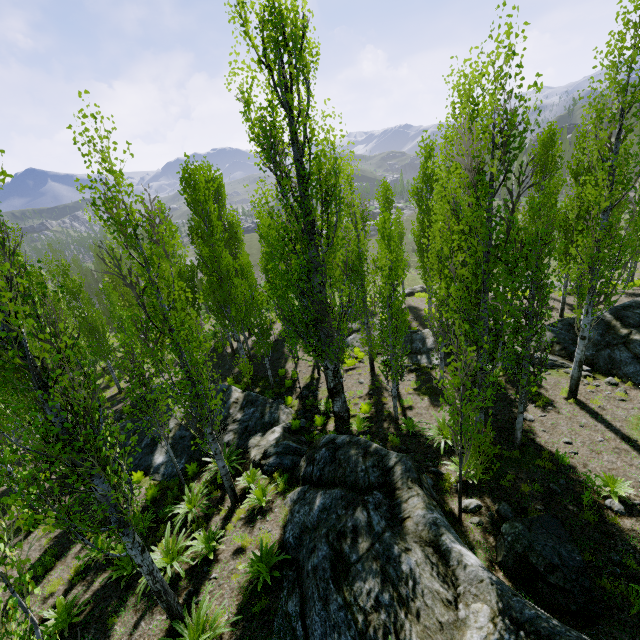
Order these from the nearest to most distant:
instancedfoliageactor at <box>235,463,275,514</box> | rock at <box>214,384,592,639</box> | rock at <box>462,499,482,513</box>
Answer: rock at <box>214,384,592,639</box> → rock at <box>462,499,482,513</box> → instancedfoliageactor at <box>235,463,275,514</box>

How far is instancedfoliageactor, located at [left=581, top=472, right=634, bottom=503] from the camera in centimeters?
735cm

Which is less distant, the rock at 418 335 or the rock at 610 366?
the rock at 610 366

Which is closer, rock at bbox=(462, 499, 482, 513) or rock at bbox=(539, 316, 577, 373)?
→ rock at bbox=(462, 499, 482, 513)

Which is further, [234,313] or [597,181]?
[234,313]

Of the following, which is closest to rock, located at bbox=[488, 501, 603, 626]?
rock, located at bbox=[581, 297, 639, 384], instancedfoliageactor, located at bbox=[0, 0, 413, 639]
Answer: instancedfoliageactor, located at bbox=[0, 0, 413, 639]

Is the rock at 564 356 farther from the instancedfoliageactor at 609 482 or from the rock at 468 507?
the rock at 468 507
